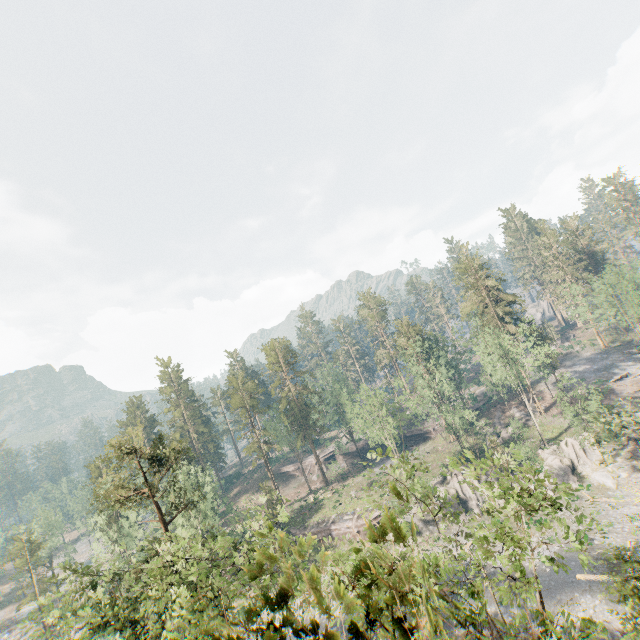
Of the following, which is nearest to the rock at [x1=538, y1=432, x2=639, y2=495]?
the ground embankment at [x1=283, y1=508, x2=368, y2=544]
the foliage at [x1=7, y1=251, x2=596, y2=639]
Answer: the ground embankment at [x1=283, y1=508, x2=368, y2=544]

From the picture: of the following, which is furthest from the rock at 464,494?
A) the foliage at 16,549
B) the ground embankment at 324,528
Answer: the foliage at 16,549

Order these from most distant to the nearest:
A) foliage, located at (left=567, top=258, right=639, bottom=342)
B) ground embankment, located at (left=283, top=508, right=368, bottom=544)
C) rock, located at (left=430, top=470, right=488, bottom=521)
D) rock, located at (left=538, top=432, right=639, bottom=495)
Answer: foliage, located at (left=567, top=258, right=639, bottom=342), ground embankment, located at (left=283, top=508, right=368, bottom=544), rock, located at (left=430, top=470, right=488, bottom=521), rock, located at (left=538, top=432, right=639, bottom=495)

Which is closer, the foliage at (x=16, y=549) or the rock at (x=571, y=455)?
the foliage at (x=16, y=549)

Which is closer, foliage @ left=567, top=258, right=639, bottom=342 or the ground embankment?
the ground embankment

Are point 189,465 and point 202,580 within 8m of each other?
no

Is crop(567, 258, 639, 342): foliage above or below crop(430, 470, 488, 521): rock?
above
